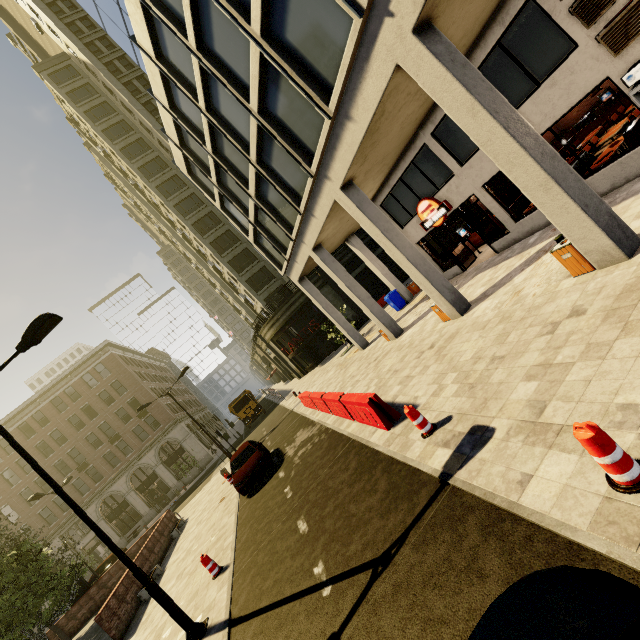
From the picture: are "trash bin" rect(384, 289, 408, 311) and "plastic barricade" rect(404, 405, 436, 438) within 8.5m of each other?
no

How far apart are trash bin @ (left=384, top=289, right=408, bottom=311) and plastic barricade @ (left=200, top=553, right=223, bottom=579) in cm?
1633

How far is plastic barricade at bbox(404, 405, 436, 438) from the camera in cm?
659

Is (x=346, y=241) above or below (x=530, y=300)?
above

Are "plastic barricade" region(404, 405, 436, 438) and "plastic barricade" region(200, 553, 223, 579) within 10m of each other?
yes

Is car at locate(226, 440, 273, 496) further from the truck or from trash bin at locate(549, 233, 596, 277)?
the truck

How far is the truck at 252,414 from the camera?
34.2 meters

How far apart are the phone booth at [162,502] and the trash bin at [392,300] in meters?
35.0
